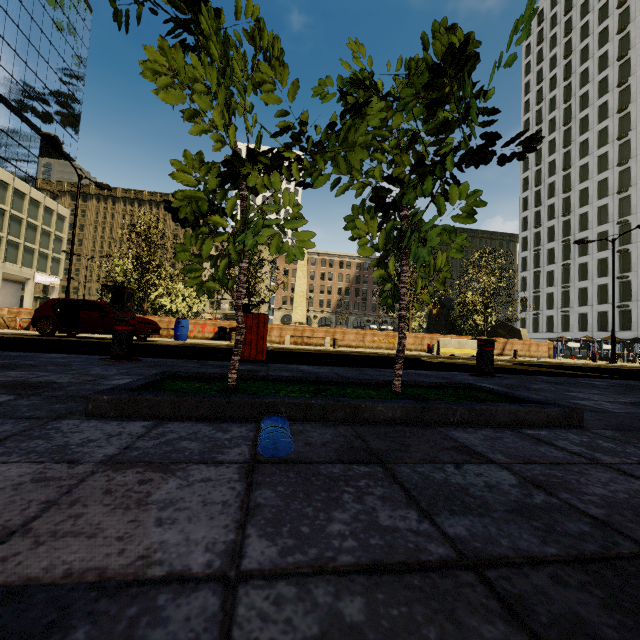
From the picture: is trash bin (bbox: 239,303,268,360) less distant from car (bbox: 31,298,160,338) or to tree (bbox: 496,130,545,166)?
tree (bbox: 496,130,545,166)

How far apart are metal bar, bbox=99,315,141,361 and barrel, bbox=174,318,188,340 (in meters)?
11.15

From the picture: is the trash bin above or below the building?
below

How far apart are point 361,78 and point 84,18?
73.11m

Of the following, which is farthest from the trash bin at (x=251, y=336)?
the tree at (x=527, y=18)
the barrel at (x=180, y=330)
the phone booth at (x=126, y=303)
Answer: the phone booth at (x=126, y=303)

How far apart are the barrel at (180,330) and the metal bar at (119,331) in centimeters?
1115cm

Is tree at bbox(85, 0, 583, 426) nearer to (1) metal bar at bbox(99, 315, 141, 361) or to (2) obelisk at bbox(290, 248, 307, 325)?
(1) metal bar at bbox(99, 315, 141, 361)

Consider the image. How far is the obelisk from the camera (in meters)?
33.78
